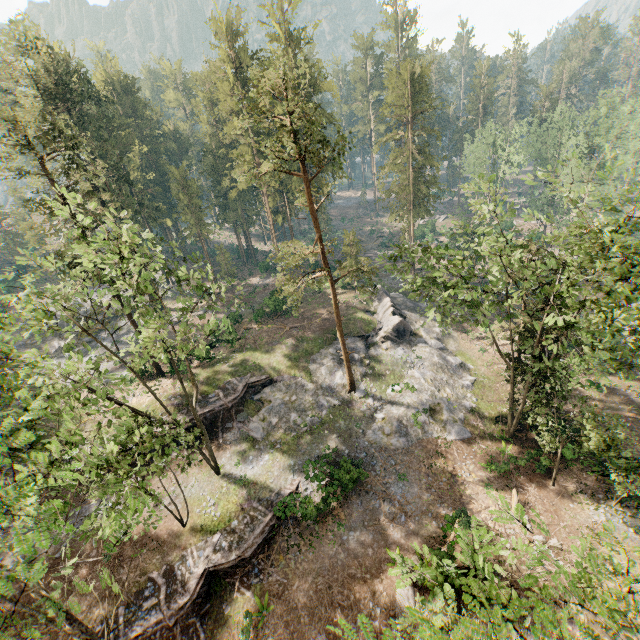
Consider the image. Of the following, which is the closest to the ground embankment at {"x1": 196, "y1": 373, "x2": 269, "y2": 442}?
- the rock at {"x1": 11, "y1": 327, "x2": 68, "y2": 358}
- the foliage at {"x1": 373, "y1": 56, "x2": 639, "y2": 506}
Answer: the rock at {"x1": 11, "y1": 327, "x2": 68, "y2": 358}

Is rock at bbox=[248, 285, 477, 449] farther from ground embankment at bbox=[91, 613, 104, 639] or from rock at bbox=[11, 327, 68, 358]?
rock at bbox=[11, 327, 68, 358]

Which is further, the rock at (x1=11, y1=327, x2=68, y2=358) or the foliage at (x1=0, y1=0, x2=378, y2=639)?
the rock at (x1=11, y1=327, x2=68, y2=358)

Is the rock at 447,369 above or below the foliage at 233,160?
below

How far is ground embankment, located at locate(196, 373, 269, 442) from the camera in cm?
2766

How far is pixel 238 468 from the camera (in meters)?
25.16

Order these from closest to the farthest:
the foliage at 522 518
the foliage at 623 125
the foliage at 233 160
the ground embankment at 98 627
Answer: the foliage at 522 518
the foliage at 233 160
the foliage at 623 125
the ground embankment at 98 627

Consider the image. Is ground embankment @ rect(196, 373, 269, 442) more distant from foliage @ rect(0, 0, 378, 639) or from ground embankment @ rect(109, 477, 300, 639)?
ground embankment @ rect(109, 477, 300, 639)
